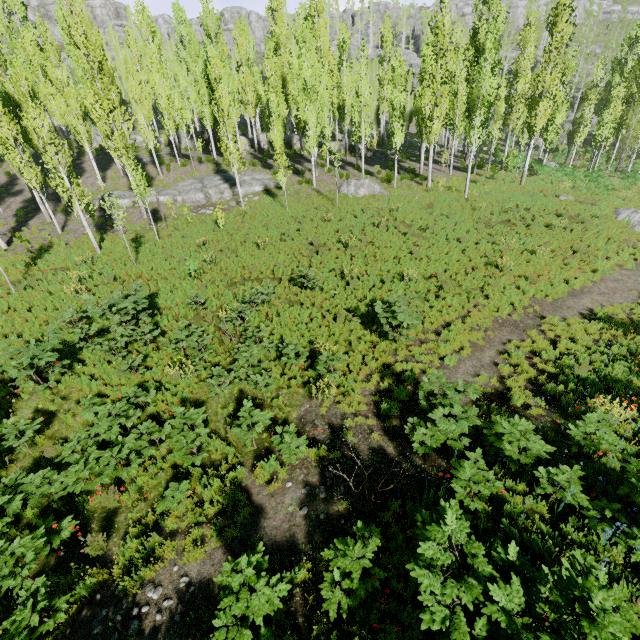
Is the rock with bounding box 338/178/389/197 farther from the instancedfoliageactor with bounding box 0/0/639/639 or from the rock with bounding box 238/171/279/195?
the rock with bounding box 238/171/279/195

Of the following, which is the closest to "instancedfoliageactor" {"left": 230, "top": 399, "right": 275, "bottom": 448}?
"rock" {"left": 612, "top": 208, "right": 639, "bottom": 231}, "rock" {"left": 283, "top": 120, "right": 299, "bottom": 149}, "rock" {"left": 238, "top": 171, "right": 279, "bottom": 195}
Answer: "rock" {"left": 283, "top": 120, "right": 299, "bottom": 149}

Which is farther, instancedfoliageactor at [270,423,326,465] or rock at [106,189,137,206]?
rock at [106,189,137,206]

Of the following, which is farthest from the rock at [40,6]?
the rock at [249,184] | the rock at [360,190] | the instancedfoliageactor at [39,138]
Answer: the rock at [360,190]

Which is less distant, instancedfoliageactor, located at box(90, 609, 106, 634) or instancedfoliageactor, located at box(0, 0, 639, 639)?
instancedfoliageactor, located at box(0, 0, 639, 639)

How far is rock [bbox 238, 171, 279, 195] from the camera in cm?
2514

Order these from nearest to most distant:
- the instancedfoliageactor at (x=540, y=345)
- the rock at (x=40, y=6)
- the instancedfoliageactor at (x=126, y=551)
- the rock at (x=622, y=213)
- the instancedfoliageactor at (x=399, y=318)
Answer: the instancedfoliageactor at (x=126, y=551) < the instancedfoliageactor at (x=540, y=345) < the instancedfoliageactor at (x=399, y=318) < the rock at (x=622, y=213) < the rock at (x=40, y=6)

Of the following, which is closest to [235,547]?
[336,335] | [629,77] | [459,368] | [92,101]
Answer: [336,335]
